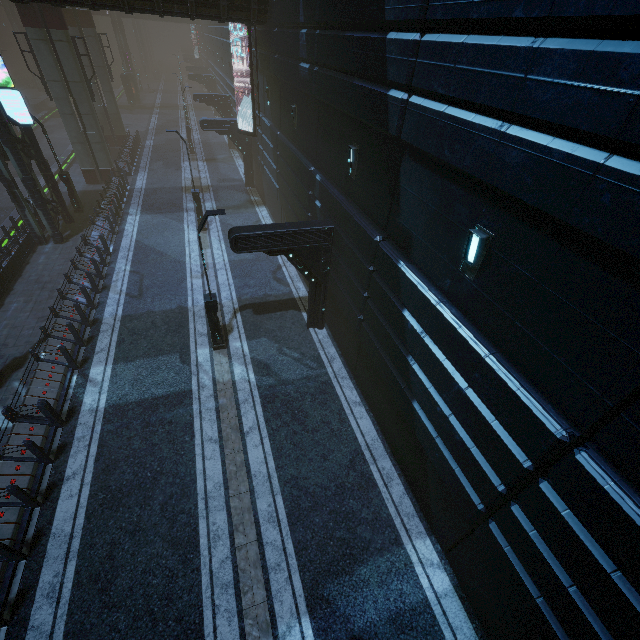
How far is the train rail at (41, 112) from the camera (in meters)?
30.95

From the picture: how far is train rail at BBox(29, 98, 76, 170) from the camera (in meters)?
30.95

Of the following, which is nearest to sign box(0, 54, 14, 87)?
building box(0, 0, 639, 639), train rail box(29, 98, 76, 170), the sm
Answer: building box(0, 0, 639, 639)

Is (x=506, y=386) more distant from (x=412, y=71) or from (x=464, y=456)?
(x=412, y=71)

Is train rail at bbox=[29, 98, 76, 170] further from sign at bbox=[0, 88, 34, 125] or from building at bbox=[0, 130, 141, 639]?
sign at bbox=[0, 88, 34, 125]

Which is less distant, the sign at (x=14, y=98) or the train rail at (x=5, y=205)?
the sign at (x=14, y=98)

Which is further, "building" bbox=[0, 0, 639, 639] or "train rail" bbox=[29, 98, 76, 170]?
"train rail" bbox=[29, 98, 76, 170]

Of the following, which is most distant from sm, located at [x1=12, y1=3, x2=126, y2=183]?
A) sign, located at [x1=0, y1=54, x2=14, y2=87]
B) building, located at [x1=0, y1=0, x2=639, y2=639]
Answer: sign, located at [x1=0, y1=54, x2=14, y2=87]
